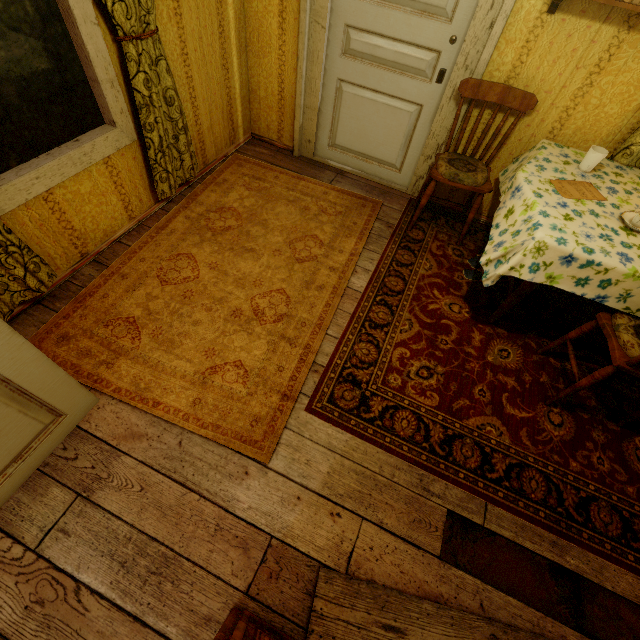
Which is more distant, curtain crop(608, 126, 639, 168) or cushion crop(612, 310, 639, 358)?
curtain crop(608, 126, 639, 168)

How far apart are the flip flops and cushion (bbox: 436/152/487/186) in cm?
62

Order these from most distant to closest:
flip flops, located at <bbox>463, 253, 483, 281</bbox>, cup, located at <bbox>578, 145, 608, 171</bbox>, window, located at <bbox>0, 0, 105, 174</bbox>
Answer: flip flops, located at <bbox>463, 253, 483, 281</bbox>, cup, located at <bbox>578, 145, 608, 171</bbox>, window, located at <bbox>0, 0, 105, 174</bbox>

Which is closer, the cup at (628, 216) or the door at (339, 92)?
the cup at (628, 216)

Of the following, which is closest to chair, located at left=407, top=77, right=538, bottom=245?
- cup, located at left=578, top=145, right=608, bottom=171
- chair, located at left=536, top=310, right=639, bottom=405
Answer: cup, located at left=578, top=145, right=608, bottom=171

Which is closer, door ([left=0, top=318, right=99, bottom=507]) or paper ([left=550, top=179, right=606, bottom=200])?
door ([left=0, top=318, right=99, bottom=507])

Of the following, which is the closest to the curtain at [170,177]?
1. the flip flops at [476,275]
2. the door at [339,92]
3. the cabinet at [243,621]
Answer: the door at [339,92]

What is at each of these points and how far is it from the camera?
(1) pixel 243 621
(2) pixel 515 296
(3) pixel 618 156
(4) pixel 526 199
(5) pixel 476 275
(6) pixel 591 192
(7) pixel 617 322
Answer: (1) cabinet, 1.2 meters
(2) table, 2.2 meters
(3) curtain, 2.3 meters
(4) tablecloth, 2.0 meters
(5) flip flops, 2.8 meters
(6) paper, 2.1 meters
(7) cushion, 1.8 meters
